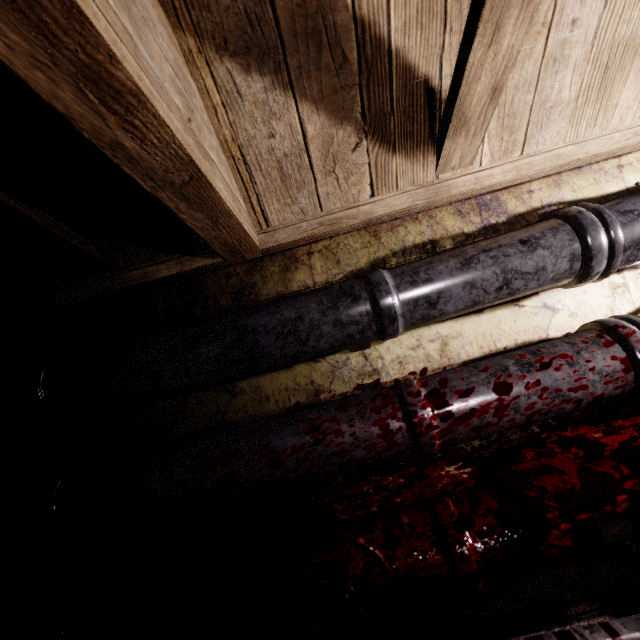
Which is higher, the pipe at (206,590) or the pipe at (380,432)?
the pipe at (380,432)

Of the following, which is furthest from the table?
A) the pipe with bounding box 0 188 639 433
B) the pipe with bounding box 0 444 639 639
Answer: the pipe with bounding box 0 188 639 433

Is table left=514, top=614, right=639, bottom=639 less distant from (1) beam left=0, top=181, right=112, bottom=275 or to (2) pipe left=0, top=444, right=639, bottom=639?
(2) pipe left=0, top=444, right=639, bottom=639

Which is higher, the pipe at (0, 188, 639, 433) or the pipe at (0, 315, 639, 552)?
the pipe at (0, 188, 639, 433)

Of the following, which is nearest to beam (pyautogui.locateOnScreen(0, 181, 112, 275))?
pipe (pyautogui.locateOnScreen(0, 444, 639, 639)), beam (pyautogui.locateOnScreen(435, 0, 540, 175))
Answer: beam (pyautogui.locateOnScreen(435, 0, 540, 175))

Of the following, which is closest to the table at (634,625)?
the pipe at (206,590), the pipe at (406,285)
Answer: the pipe at (206,590)

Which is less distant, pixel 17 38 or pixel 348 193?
pixel 17 38
